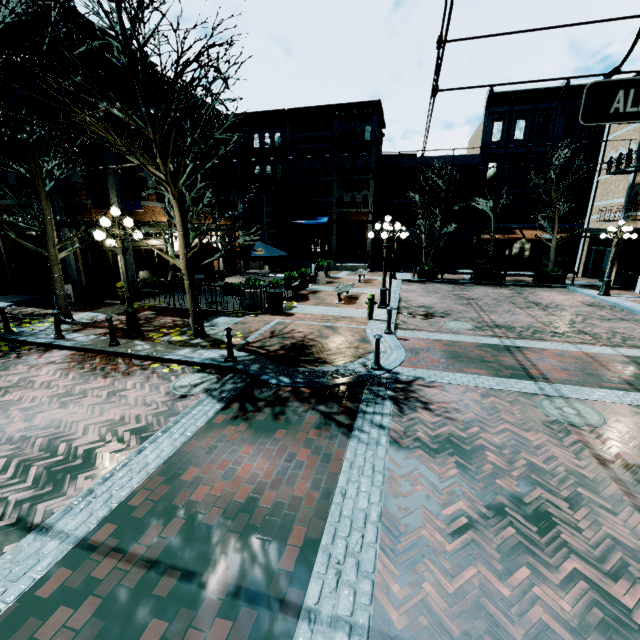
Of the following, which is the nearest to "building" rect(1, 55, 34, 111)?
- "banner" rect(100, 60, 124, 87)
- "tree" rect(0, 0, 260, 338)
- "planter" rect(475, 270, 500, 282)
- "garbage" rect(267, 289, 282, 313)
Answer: "banner" rect(100, 60, 124, 87)

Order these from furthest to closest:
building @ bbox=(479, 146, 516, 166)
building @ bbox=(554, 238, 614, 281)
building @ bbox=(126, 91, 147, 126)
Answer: building @ bbox=(479, 146, 516, 166)
building @ bbox=(554, 238, 614, 281)
building @ bbox=(126, 91, 147, 126)

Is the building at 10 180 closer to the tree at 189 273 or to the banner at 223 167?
the banner at 223 167

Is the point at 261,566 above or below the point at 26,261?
below

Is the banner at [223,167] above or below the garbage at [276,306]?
above

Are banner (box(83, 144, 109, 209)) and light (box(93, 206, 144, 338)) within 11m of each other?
yes

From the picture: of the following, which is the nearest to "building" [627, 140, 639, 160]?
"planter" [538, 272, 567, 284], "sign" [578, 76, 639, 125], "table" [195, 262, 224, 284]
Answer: "planter" [538, 272, 567, 284]

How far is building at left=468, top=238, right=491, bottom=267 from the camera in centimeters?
2780cm
